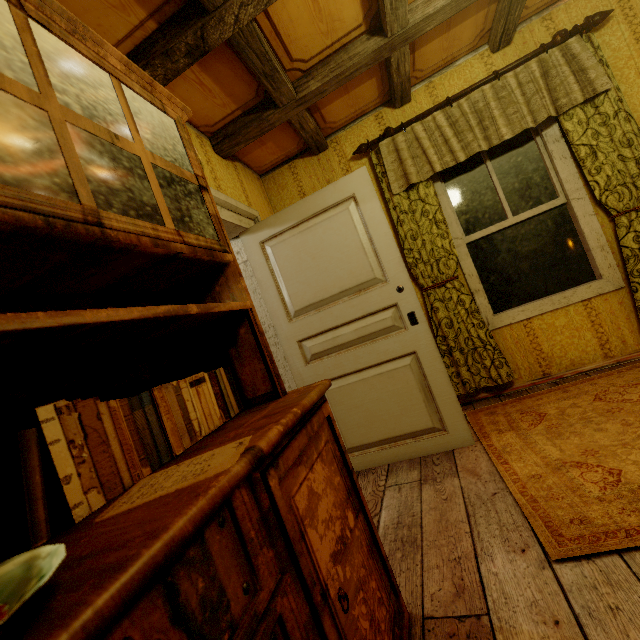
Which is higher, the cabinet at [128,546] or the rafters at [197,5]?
the rafters at [197,5]

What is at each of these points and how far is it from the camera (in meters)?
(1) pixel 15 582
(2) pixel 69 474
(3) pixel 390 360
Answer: (1) plate, 0.43
(2) book, 0.67
(3) door, 2.34

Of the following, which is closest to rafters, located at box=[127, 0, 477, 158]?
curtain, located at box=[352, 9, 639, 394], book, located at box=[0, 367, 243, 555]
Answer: curtain, located at box=[352, 9, 639, 394]

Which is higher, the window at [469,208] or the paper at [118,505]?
the window at [469,208]

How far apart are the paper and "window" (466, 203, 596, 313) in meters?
2.9

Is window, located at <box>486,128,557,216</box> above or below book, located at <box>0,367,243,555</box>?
above

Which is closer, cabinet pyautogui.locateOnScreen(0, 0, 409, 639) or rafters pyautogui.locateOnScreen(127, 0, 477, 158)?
cabinet pyautogui.locateOnScreen(0, 0, 409, 639)
